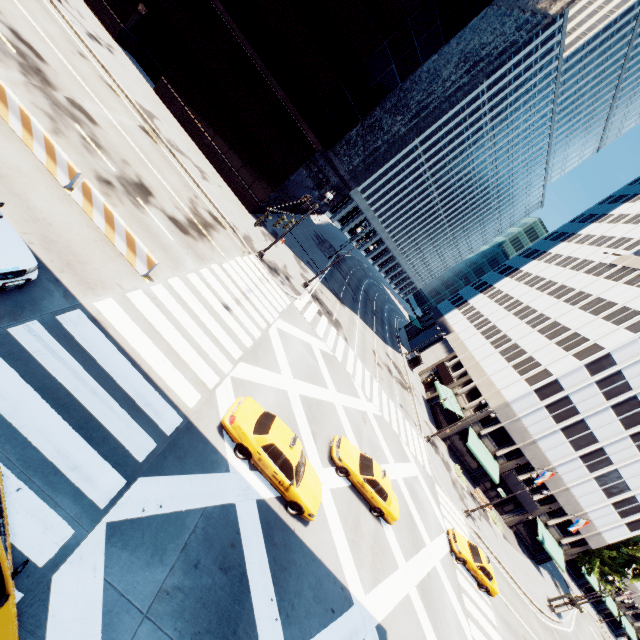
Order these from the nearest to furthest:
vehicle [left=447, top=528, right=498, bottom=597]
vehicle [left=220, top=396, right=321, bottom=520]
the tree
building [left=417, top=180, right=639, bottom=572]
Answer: vehicle [left=220, top=396, right=321, bottom=520], vehicle [left=447, top=528, right=498, bottom=597], building [left=417, top=180, right=639, bottom=572], the tree

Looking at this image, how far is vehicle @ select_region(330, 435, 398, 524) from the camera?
16.06m

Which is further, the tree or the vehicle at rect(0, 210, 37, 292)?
the tree

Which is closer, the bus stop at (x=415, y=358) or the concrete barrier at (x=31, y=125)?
the concrete barrier at (x=31, y=125)

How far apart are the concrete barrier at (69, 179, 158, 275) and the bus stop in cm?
4485

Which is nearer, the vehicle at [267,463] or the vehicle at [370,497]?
the vehicle at [267,463]

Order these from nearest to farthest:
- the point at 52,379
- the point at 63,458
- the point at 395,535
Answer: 1. the point at 63,458
2. the point at 52,379
3. the point at 395,535

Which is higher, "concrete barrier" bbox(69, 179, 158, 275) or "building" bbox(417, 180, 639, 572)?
"building" bbox(417, 180, 639, 572)
